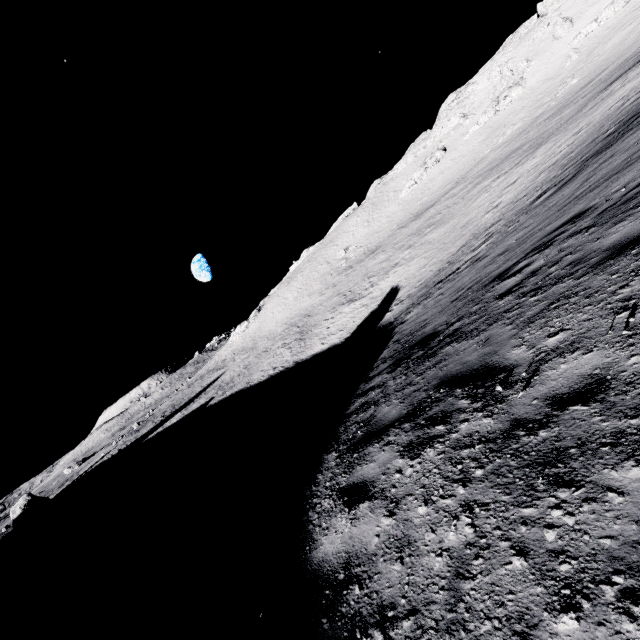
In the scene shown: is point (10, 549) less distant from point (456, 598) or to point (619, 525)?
point (456, 598)

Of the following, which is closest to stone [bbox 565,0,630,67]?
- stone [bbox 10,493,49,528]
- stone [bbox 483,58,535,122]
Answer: stone [bbox 483,58,535,122]

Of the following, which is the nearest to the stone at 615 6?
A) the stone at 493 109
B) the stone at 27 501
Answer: the stone at 493 109

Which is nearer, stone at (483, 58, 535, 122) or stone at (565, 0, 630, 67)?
stone at (565, 0, 630, 67)

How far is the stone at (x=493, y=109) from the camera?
56.0m

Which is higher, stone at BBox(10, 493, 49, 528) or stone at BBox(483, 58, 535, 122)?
stone at BBox(483, 58, 535, 122)

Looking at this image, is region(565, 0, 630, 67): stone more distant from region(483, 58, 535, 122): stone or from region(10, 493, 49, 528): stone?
region(10, 493, 49, 528): stone
